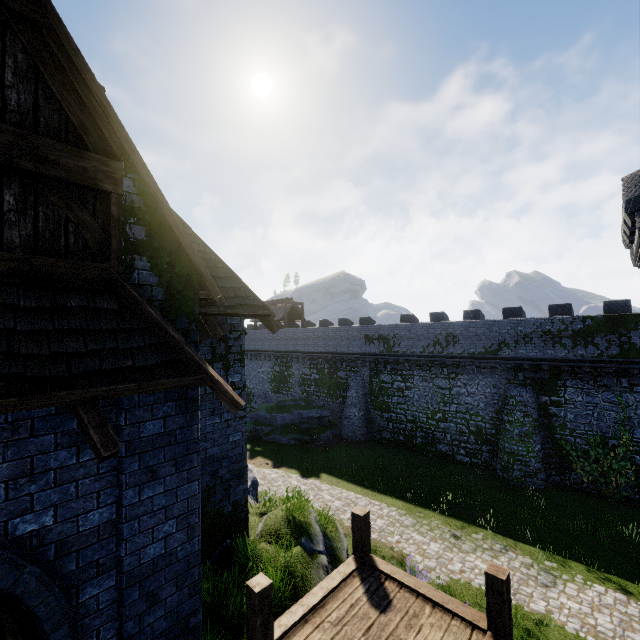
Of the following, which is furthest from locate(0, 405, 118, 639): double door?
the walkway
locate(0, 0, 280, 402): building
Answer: the walkway

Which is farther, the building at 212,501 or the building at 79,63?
the building at 212,501

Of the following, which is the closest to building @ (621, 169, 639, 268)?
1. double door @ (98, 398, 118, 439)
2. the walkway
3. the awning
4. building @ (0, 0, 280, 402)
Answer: the walkway

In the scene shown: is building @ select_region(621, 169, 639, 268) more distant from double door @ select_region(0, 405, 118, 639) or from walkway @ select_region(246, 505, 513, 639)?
double door @ select_region(0, 405, 118, 639)

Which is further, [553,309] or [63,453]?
[553,309]

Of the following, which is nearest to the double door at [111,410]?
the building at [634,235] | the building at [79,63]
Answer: the building at [79,63]

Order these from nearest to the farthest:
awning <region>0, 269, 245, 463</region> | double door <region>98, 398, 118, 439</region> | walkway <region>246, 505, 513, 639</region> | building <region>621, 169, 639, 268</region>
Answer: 1. awning <region>0, 269, 245, 463</region>
2. double door <region>98, 398, 118, 439</region>
3. walkway <region>246, 505, 513, 639</region>
4. building <region>621, 169, 639, 268</region>

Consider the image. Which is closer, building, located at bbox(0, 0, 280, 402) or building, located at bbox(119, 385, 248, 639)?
Answer: building, located at bbox(0, 0, 280, 402)
